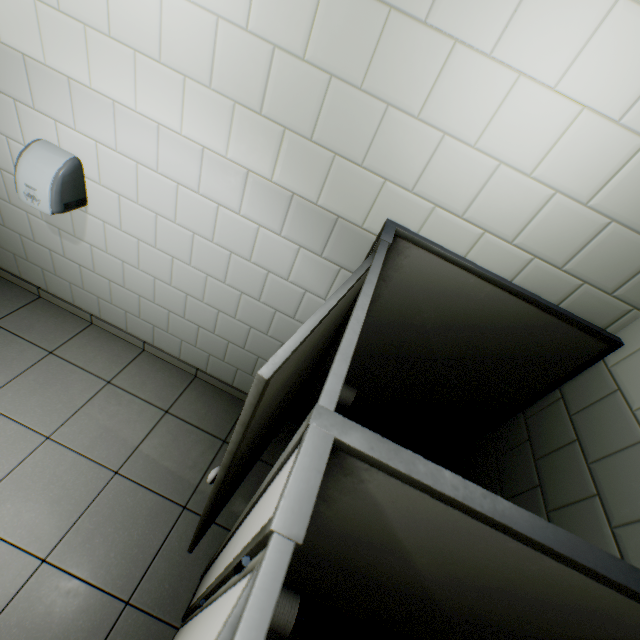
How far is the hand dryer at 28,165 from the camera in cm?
176

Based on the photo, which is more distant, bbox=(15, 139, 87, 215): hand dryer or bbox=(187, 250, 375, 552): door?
bbox=(15, 139, 87, 215): hand dryer

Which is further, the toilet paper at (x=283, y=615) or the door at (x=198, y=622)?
the toilet paper at (x=283, y=615)

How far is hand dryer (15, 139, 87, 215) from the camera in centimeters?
176cm

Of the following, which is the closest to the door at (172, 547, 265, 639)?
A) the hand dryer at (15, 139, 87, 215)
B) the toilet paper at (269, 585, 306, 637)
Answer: the toilet paper at (269, 585, 306, 637)

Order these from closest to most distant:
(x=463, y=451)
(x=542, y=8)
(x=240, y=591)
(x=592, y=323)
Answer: (x=240, y=591)
(x=542, y=8)
(x=592, y=323)
(x=463, y=451)

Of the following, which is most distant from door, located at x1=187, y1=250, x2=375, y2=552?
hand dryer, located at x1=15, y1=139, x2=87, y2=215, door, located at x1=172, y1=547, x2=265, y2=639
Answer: hand dryer, located at x1=15, y1=139, x2=87, y2=215
